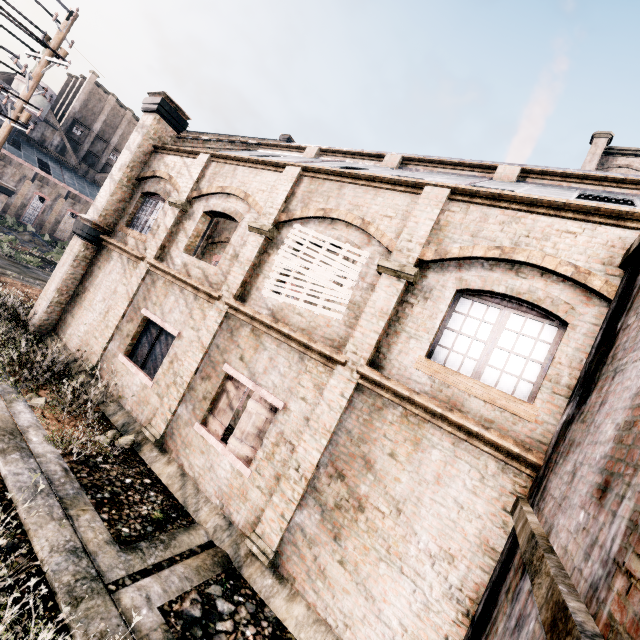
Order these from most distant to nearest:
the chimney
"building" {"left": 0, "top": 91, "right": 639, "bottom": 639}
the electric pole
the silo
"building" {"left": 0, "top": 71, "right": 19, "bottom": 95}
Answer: the silo → "building" {"left": 0, "top": 71, "right": 19, "bottom": 95} → the electric pole → "building" {"left": 0, "top": 91, "right": 639, "bottom": 639} → the chimney

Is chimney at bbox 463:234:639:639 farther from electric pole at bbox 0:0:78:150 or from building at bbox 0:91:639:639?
electric pole at bbox 0:0:78:150

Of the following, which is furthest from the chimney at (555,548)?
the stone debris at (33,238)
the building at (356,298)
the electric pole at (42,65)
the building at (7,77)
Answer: the stone debris at (33,238)

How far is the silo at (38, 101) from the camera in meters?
52.3 m

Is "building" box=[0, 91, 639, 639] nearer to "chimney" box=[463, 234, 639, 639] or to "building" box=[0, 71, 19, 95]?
"chimney" box=[463, 234, 639, 639]

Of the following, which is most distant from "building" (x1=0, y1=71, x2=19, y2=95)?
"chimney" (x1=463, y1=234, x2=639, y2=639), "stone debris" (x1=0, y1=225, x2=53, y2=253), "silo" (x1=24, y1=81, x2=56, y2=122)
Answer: "chimney" (x1=463, y1=234, x2=639, y2=639)

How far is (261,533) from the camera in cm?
684

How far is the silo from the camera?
52.28m
